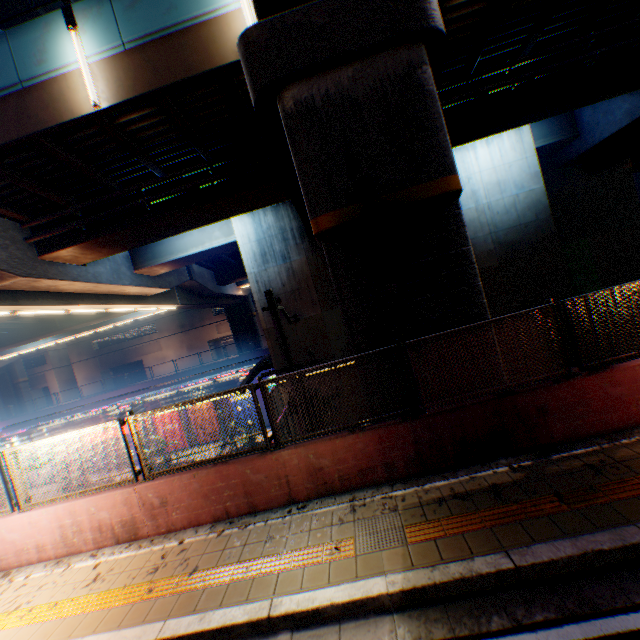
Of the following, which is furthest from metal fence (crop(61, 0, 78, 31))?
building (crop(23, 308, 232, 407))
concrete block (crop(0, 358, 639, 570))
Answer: building (crop(23, 308, 232, 407))

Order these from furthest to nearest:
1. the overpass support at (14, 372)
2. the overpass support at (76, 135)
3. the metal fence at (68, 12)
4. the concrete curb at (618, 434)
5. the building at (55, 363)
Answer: the building at (55, 363), the overpass support at (14, 372), the metal fence at (68, 12), the overpass support at (76, 135), the concrete curb at (618, 434)

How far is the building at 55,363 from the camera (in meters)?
50.88

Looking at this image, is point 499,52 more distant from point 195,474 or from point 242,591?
point 242,591

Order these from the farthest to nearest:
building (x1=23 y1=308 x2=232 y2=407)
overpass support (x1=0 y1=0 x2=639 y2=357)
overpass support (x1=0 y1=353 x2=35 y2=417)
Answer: building (x1=23 y1=308 x2=232 y2=407), overpass support (x1=0 y1=353 x2=35 y2=417), overpass support (x1=0 y1=0 x2=639 y2=357)

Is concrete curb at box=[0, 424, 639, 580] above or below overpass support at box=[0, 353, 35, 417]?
below

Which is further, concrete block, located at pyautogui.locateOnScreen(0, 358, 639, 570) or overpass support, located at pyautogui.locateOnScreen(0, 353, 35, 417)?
overpass support, located at pyautogui.locateOnScreen(0, 353, 35, 417)
